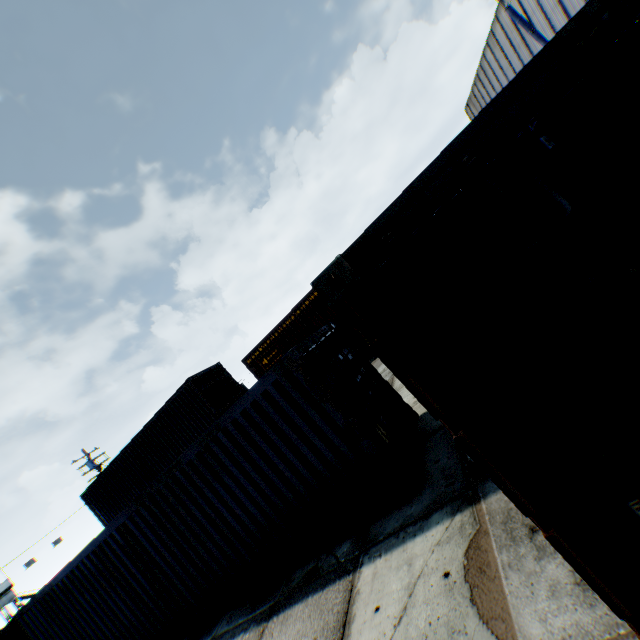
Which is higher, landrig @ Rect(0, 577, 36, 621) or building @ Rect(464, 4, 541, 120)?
building @ Rect(464, 4, 541, 120)

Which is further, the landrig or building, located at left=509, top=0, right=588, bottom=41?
the landrig

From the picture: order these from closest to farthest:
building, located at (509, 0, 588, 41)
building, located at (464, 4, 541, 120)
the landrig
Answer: building, located at (509, 0, 588, 41) < building, located at (464, 4, 541, 120) < the landrig

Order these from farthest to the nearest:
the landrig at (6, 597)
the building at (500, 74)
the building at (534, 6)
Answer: the landrig at (6, 597), the building at (500, 74), the building at (534, 6)

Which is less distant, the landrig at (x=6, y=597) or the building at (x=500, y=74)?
the building at (x=500, y=74)

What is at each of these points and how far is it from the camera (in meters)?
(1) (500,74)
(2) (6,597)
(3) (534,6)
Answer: (1) building, 25.27
(2) landrig, 32.53
(3) building, 18.27

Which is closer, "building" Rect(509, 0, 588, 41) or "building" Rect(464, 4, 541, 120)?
"building" Rect(509, 0, 588, 41)
